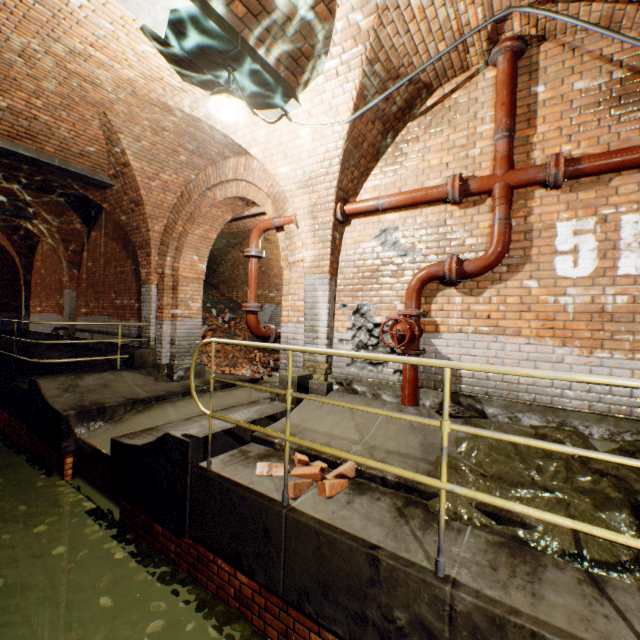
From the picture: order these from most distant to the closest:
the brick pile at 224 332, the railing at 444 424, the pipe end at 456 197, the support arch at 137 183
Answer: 1. the brick pile at 224 332
2. the support arch at 137 183
3. the pipe end at 456 197
4. the railing at 444 424

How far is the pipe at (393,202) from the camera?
4.0m

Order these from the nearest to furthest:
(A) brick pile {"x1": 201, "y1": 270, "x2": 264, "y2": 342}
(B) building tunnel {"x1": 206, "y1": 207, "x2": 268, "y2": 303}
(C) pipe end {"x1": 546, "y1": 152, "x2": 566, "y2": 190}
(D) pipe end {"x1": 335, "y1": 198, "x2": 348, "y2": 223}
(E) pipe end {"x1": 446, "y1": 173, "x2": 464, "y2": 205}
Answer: (C) pipe end {"x1": 546, "y1": 152, "x2": 566, "y2": 190}, (E) pipe end {"x1": 446, "y1": 173, "x2": 464, "y2": 205}, (D) pipe end {"x1": 335, "y1": 198, "x2": 348, "y2": 223}, (B) building tunnel {"x1": 206, "y1": 207, "x2": 268, "y2": 303}, (A) brick pile {"x1": 201, "y1": 270, "x2": 264, "y2": 342}

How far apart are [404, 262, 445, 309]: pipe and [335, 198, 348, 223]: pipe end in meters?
1.4

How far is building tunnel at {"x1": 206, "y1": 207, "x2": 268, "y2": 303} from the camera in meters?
9.8 m

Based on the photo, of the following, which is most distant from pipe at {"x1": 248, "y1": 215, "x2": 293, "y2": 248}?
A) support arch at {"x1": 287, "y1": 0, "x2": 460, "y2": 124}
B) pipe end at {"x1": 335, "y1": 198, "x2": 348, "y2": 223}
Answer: pipe end at {"x1": 335, "y1": 198, "x2": 348, "y2": 223}

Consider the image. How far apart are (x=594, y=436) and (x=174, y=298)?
7.8m

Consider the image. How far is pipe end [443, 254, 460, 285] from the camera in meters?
3.8
